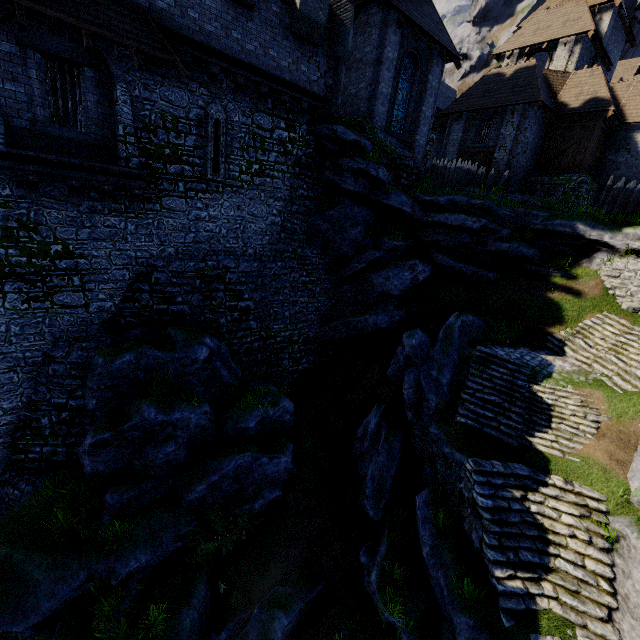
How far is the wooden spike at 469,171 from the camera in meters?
19.8

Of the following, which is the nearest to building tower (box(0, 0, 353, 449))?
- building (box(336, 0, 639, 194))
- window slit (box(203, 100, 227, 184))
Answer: window slit (box(203, 100, 227, 184))

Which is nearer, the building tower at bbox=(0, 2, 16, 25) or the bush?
the building tower at bbox=(0, 2, 16, 25)

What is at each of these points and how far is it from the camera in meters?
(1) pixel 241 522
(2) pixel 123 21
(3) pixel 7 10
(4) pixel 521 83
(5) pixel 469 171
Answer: (1) bush, 11.6 m
(2) awning, 9.2 m
(3) building tower, 8.3 m
(4) building, 21.3 m
(5) wooden spike, 20.1 m

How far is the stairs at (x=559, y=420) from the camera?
11.4 meters

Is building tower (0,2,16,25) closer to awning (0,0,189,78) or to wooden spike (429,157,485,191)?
awning (0,0,189,78)

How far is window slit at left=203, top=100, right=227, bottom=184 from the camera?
11.97m

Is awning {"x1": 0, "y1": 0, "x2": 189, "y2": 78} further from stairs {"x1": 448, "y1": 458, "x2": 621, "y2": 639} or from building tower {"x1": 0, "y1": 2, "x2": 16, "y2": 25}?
stairs {"x1": 448, "y1": 458, "x2": 621, "y2": 639}
